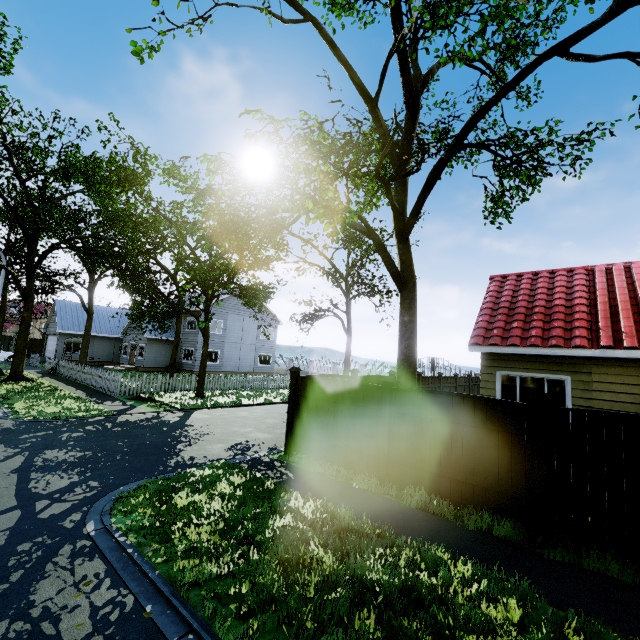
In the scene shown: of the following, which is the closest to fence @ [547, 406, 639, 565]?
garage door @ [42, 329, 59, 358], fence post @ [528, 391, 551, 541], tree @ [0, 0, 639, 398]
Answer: fence post @ [528, 391, 551, 541]

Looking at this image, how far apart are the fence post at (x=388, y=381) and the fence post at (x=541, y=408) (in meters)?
2.48

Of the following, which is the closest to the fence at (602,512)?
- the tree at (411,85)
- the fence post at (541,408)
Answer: the fence post at (541,408)

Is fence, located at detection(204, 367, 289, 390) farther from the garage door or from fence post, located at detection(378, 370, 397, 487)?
the garage door

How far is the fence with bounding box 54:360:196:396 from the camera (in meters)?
16.30

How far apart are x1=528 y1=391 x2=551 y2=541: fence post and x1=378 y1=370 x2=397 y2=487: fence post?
2.5 meters

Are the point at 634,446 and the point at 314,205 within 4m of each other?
no
